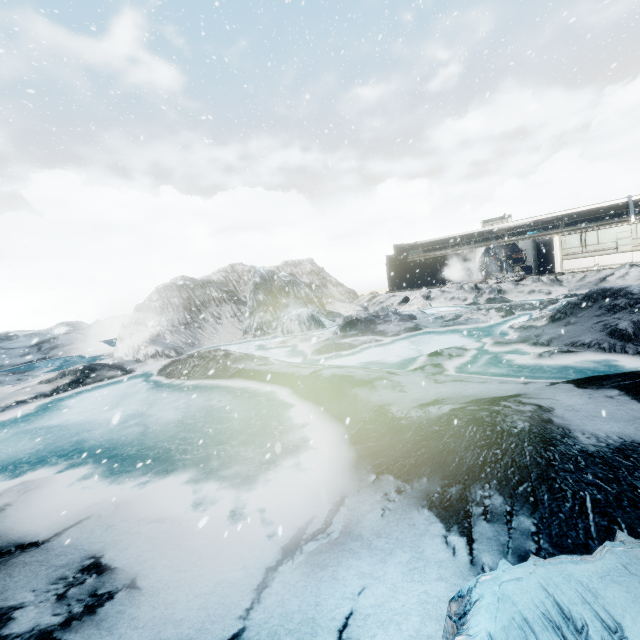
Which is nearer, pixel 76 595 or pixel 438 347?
pixel 76 595
